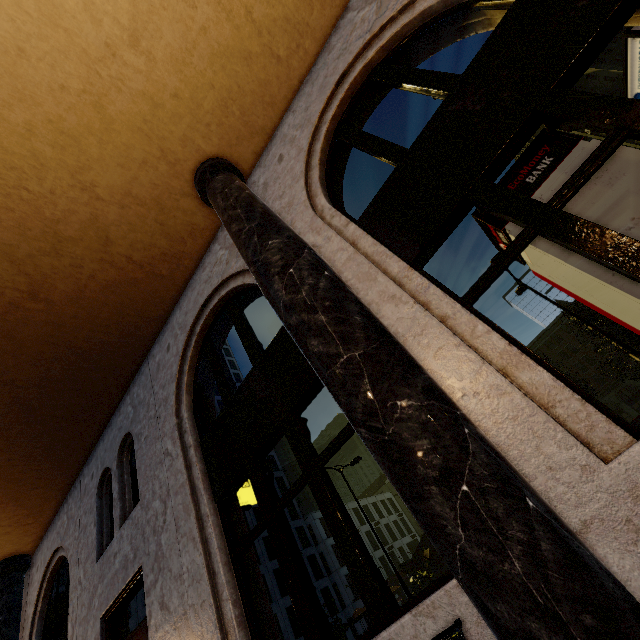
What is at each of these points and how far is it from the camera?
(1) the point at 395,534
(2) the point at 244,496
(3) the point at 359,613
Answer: (1) building, 57.72m
(2) sign, 5.54m
(3) umbrella, 32.72m

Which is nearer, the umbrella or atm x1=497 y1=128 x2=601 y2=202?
atm x1=497 y1=128 x2=601 y2=202

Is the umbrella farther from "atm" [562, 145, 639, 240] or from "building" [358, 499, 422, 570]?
"atm" [562, 145, 639, 240]

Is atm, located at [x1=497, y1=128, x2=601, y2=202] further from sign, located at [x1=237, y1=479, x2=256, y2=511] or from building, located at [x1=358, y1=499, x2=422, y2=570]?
building, located at [x1=358, y1=499, x2=422, y2=570]

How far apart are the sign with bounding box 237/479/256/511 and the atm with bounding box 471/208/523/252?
5.44m

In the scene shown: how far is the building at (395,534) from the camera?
54.0m

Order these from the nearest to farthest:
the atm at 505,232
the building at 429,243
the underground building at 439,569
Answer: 1. the building at 429,243
2. the atm at 505,232
3. the underground building at 439,569
